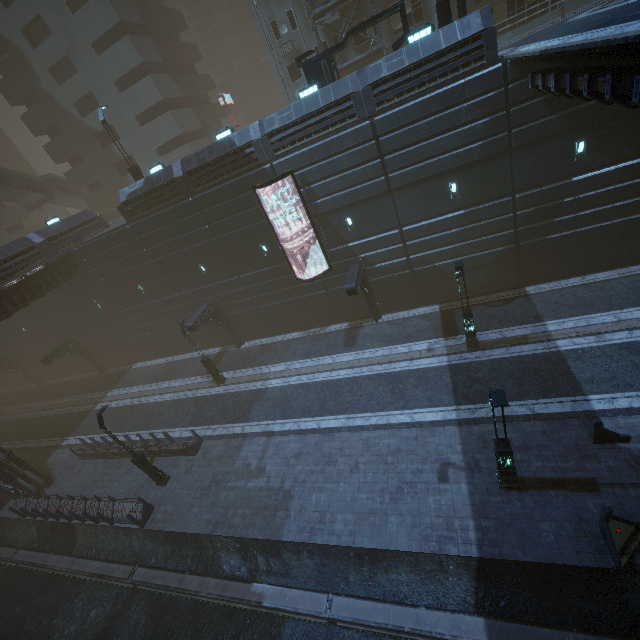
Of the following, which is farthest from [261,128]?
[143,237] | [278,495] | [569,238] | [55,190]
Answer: [55,190]

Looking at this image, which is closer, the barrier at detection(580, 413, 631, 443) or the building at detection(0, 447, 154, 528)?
the barrier at detection(580, 413, 631, 443)

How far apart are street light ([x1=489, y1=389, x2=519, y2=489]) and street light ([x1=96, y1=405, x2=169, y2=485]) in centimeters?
1674cm

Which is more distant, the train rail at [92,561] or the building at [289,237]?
the building at [289,237]

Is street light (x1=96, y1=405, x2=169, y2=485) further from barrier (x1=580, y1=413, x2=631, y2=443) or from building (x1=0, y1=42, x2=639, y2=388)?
barrier (x1=580, y1=413, x2=631, y2=443)

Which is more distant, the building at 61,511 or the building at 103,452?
the building at 103,452

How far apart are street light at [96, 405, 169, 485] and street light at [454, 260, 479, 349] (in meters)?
18.00

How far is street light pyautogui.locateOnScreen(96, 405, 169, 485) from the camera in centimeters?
1584cm
